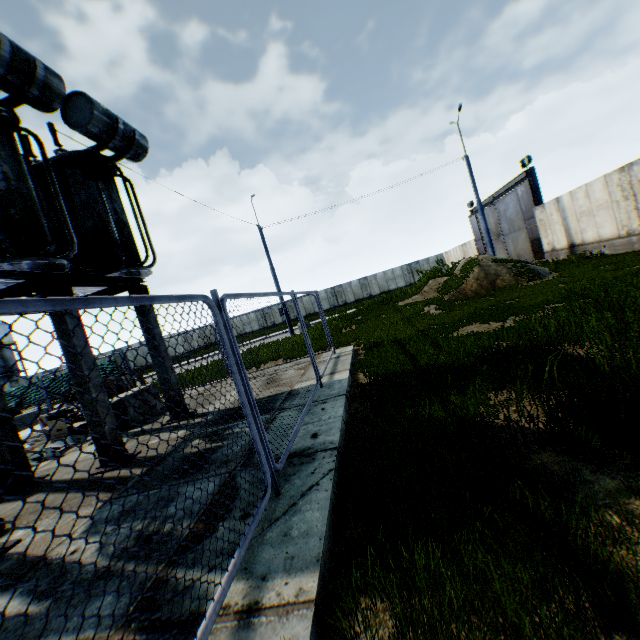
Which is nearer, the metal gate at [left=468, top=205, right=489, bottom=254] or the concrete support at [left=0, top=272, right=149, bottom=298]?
the concrete support at [left=0, top=272, right=149, bottom=298]

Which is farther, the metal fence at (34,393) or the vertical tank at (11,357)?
the vertical tank at (11,357)

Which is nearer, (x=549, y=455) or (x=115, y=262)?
(x=549, y=455)

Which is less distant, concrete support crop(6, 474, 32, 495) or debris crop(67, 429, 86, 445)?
concrete support crop(6, 474, 32, 495)

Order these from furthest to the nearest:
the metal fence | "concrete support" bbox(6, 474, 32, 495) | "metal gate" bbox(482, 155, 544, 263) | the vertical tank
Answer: the vertical tank, "metal gate" bbox(482, 155, 544, 263), "concrete support" bbox(6, 474, 32, 495), the metal fence

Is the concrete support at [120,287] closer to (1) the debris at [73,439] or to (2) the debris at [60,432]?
(1) the debris at [73,439]

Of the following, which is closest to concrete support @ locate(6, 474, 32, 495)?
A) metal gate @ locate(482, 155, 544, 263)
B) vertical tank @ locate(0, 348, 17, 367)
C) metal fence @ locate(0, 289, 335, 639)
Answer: metal fence @ locate(0, 289, 335, 639)

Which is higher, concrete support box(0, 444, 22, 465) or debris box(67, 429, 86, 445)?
concrete support box(0, 444, 22, 465)
